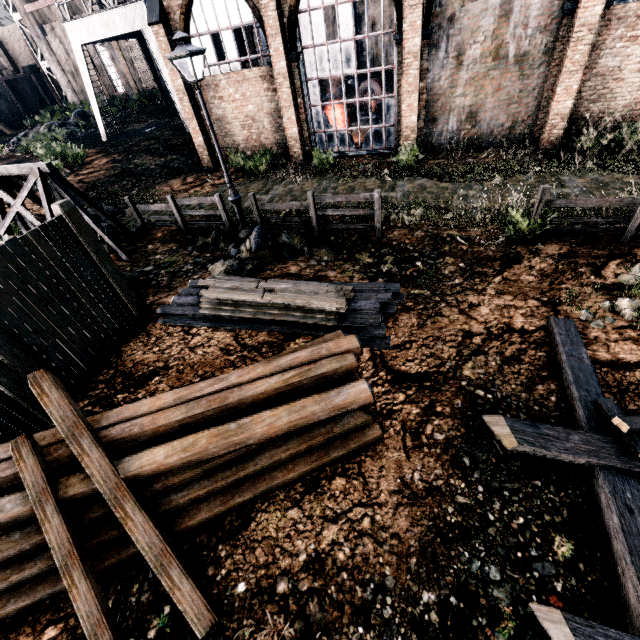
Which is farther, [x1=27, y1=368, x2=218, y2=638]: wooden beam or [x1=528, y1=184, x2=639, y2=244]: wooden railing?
[x1=528, y1=184, x2=639, y2=244]: wooden railing

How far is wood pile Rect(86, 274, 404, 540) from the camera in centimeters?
443cm

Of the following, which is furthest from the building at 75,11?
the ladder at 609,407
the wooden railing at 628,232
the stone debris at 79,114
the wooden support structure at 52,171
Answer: the ladder at 609,407

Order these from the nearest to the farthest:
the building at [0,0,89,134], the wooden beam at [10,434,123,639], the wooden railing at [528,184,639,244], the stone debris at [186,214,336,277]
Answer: the wooden beam at [10,434,123,639], the wooden railing at [528,184,639,244], the stone debris at [186,214,336,277], the building at [0,0,89,134]

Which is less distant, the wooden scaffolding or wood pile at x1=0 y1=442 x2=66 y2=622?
the wooden scaffolding

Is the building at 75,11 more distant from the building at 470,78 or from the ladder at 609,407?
the ladder at 609,407

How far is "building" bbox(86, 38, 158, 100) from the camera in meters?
36.2

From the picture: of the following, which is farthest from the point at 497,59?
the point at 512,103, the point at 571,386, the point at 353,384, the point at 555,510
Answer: the point at 555,510
